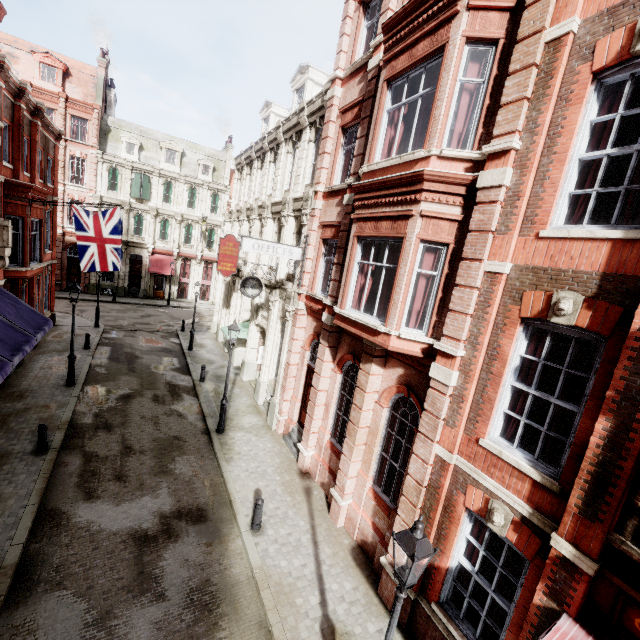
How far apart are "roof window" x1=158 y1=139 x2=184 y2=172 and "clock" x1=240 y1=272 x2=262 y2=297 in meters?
28.1 m

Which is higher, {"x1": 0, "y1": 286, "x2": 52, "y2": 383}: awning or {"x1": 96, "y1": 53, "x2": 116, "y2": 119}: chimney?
{"x1": 96, "y1": 53, "x2": 116, "y2": 119}: chimney

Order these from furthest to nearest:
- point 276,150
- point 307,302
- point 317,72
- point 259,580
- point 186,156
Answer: point 186,156
point 276,150
point 317,72
point 307,302
point 259,580

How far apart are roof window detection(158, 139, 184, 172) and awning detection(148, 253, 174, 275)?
9.0m

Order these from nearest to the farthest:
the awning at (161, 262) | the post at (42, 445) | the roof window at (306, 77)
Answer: the post at (42, 445)
the roof window at (306, 77)
the awning at (161, 262)

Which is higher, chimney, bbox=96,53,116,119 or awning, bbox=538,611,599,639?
chimney, bbox=96,53,116,119

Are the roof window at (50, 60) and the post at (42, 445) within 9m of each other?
no

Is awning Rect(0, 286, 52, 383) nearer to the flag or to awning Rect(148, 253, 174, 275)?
the flag
